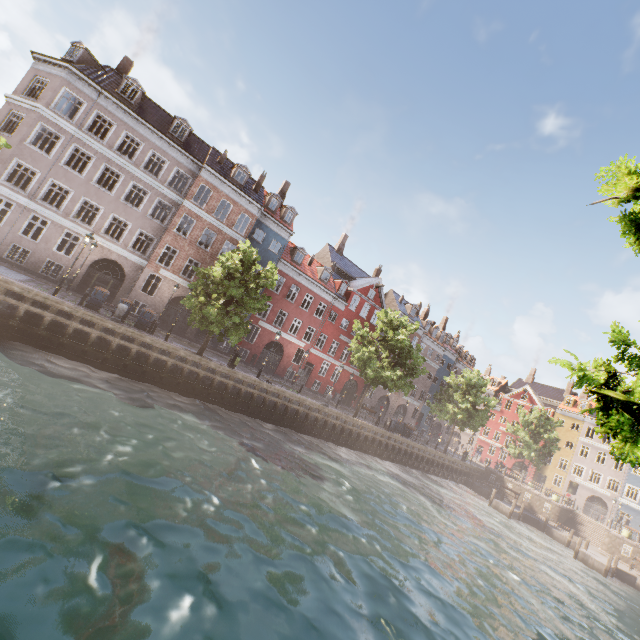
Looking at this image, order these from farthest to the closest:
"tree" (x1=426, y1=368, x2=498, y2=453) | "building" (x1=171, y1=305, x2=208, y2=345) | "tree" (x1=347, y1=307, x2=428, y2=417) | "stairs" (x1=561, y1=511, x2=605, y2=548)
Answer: "tree" (x1=426, y1=368, x2=498, y2=453) < "stairs" (x1=561, y1=511, x2=605, y2=548) < "building" (x1=171, y1=305, x2=208, y2=345) < "tree" (x1=347, y1=307, x2=428, y2=417)

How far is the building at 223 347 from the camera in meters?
29.5

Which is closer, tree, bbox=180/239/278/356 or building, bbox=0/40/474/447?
tree, bbox=180/239/278/356

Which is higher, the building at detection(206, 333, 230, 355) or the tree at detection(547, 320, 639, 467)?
the tree at detection(547, 320, 639, 467)

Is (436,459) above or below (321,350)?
below

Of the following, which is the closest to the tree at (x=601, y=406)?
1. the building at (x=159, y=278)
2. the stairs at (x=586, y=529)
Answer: the building at (x=159, y=278)
